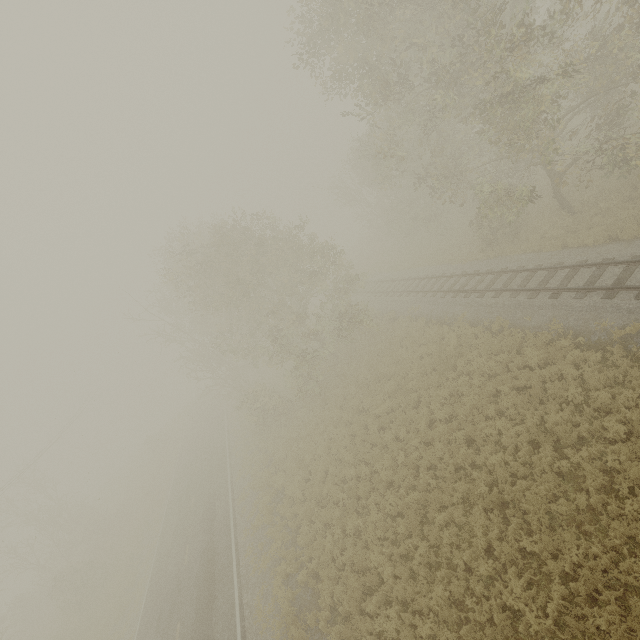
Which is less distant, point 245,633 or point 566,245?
point 245,633
